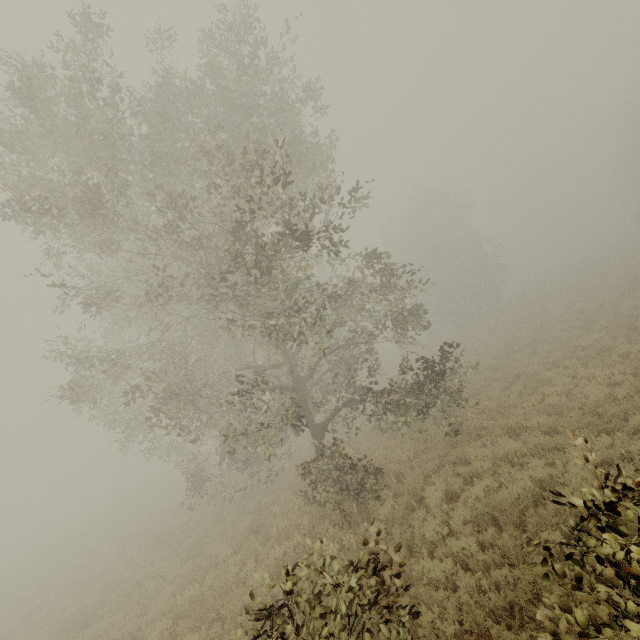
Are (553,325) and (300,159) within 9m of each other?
no
